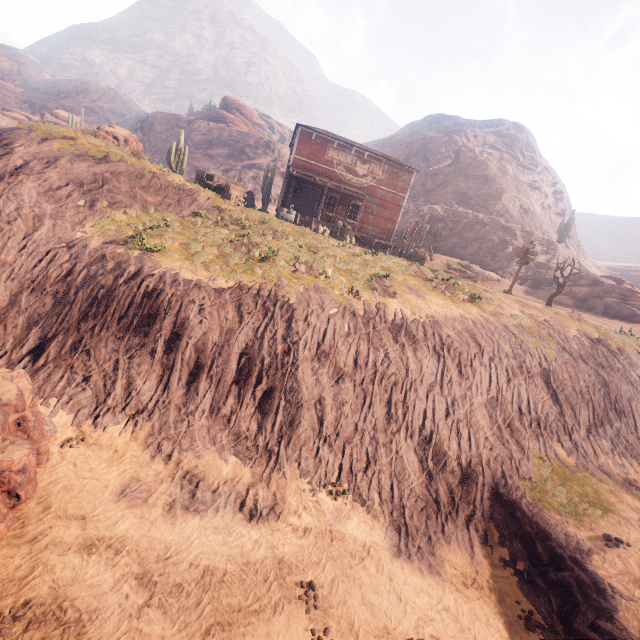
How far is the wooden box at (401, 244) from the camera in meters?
28.0 m

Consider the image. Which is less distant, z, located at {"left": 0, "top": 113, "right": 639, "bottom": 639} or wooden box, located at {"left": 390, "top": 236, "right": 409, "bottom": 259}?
z, located at {"left": 0, "top": 113, "right": 639, "bottom": 639}

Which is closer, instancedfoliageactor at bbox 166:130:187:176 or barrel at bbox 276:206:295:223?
barrel at bbox 276:206:295:223

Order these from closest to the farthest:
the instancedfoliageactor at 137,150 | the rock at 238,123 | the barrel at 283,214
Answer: the instancedfoliageactor at 137,150 → the barrel at 283,214 → the rock at 238,123

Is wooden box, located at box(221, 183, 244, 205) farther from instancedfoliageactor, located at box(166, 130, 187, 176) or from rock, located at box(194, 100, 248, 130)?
instancedfoliageactor, located at box(166, 130, 187, 176)

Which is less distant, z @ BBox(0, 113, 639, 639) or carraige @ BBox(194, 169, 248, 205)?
z @ BBox(0, 113, 639, 639)

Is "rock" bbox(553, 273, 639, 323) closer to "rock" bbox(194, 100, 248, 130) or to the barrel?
the barrel

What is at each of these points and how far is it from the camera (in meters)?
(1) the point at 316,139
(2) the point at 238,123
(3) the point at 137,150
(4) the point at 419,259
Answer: (1) building, 24.59
(2) rock, 57.75
(3) instancedfoliageactor, 24.27
(4) hay bale, 27.83
